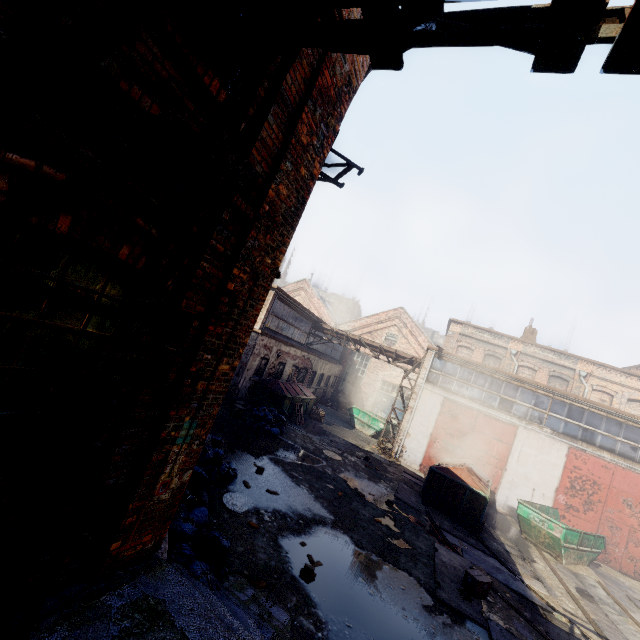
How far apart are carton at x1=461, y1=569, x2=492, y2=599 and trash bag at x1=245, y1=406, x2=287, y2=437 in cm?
791

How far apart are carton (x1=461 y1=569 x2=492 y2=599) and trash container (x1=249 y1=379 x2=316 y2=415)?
10.1m

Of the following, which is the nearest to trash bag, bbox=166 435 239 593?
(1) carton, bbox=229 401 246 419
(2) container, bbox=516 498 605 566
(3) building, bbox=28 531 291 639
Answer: (3) building, bbox=28 531 291 639

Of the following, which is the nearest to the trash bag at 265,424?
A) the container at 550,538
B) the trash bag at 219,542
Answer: the trash bag at 219,542

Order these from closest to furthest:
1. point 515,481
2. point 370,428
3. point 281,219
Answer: point 281,219
point 515,481
point 370,428

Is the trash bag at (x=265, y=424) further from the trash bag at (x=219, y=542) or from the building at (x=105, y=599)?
the trash bag at (x=219, y=542)

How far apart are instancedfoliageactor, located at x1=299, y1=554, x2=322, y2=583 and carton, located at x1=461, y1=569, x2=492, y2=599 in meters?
4.0 m

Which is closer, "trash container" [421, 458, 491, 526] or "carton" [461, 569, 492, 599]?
"carton" [461, 569, 492, 599]
